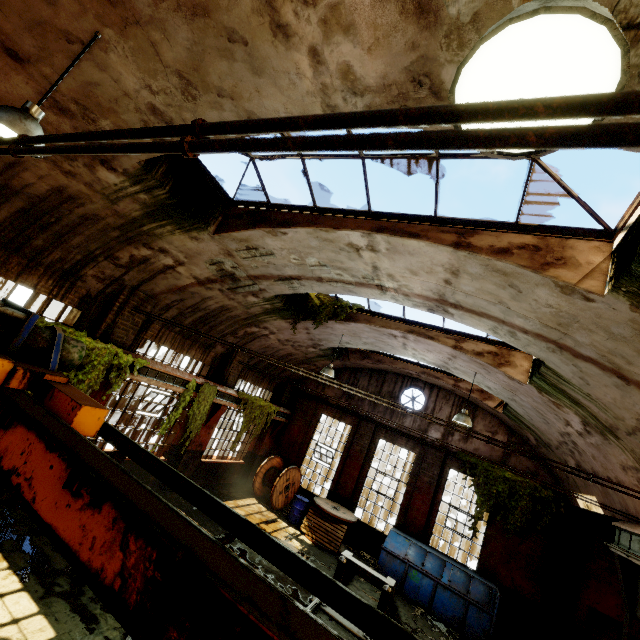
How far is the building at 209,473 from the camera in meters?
11.6

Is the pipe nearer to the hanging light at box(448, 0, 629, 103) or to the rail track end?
the hanging light at box(448, 0, 629, 103)

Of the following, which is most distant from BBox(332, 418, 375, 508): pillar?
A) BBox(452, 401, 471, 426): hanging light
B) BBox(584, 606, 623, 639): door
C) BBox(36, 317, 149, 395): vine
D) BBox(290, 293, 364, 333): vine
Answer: BBox(36, 317, 149, 395): vine

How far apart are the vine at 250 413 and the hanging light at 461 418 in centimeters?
788cm

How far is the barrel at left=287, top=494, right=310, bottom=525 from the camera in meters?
A: 13.3

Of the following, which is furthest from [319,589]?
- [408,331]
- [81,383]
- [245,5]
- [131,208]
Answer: [408,331]

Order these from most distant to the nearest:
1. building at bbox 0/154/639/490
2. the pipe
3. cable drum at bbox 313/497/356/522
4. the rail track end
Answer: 1. cable drum at bbox 313/497/356/522
2. the rail track end
3. building at bbox 0/154/639/490
4. the pipe

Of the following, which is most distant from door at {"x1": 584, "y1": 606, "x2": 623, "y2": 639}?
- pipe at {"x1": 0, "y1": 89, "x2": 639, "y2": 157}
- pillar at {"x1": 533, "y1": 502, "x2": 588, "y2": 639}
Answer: pipe at {"x1": 0, "y1": 89, "x2": 639, "y2": 157}
